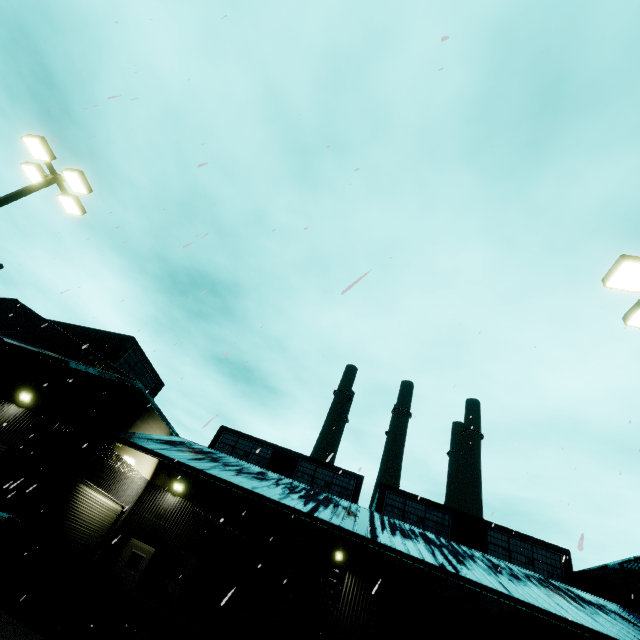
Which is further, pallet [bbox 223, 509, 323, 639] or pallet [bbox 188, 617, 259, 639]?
pallet [bbox 188, 617, 259, 639]

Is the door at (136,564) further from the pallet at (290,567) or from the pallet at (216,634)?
the pallet at (290,567)

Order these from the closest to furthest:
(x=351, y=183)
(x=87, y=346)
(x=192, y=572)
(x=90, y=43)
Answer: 1. (x=351, y=183)
2. (x=90, y=43)
3. (x=192, y=572)
4. (x=87, y=346)

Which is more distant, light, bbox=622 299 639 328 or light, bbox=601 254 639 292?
light, bbox=622 299 639 328

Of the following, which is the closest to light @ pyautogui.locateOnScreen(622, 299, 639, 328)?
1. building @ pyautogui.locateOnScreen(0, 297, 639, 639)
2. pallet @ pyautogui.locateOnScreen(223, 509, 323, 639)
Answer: building @ pyautogui.locateOnScreen(0, 297, 639, 639)

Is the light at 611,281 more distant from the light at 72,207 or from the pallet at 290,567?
the light at 72,207

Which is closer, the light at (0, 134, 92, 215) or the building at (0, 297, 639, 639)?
the light at (0, 134, 92, 215)

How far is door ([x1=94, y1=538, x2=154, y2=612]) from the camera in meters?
14.8 m
